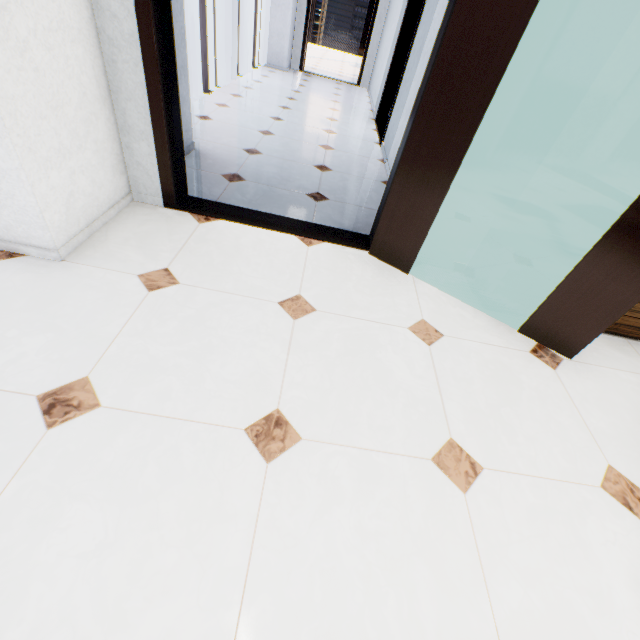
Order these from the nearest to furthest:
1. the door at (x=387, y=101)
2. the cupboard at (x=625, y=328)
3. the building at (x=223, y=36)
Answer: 1. the cupboard at (x=625, y=328)
2. the door at (x=387, y=101)
3. the building at (x=223, y=36)

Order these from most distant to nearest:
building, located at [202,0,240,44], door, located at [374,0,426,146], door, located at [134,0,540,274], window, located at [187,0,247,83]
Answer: building, located at [202,0,240,44] < window, located at [187,0,247,83] < door, located at [374,0,426,146] < door, located at [134,0,540,274]

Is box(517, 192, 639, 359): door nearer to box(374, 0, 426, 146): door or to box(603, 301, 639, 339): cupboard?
box(603, 301, 639, 339): cupboard

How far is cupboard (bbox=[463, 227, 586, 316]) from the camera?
1.92m

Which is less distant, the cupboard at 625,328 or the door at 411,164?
the door at 411,164

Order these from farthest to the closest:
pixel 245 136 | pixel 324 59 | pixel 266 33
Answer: pixel 324 59 < pixel 266 33 < pixel 245 136

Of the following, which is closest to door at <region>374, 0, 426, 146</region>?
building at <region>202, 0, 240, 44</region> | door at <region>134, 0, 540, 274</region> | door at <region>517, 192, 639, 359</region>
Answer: door at <region>134, 0, 540, 274</region>

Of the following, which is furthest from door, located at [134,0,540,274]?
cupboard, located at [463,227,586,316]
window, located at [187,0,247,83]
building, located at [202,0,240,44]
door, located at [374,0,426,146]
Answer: building, located at [202,0,240,44]
